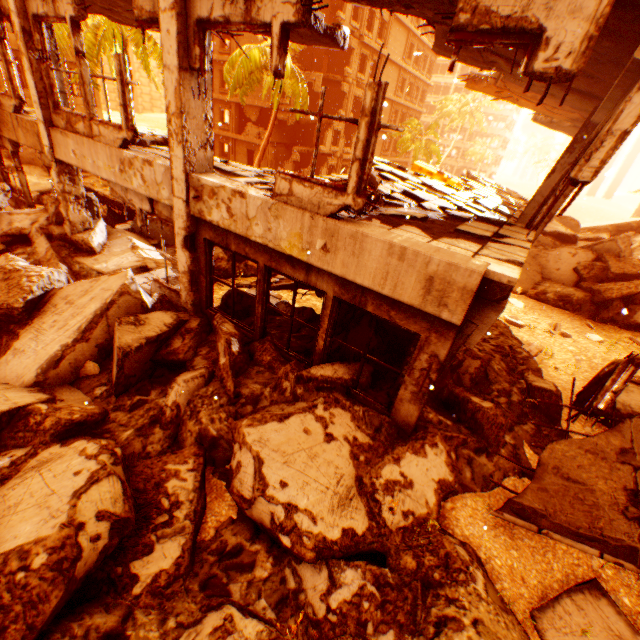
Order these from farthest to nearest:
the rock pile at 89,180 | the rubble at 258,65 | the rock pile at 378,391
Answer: the rubble at 258,65, the rock pile at 89,180, the rock pile at 378,391

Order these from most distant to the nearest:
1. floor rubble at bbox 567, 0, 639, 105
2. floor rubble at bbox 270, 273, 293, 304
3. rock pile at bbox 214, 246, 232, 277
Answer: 1. rock pile at bbox 214, 246, 232, 277
2. floor rubble at bbox 270, 273, 293, 304
3. floor rubble at bbox 567, 0, 639, 105

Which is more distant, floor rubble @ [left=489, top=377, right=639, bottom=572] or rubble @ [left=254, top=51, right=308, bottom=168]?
rubble @ [left=254, top=51, right=308, bottom=168]

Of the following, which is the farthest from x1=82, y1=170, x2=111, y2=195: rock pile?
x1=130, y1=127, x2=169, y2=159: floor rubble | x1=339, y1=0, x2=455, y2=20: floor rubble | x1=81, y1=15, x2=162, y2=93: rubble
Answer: x1=339, y1=0, x2=455, y2=20: floor rubble

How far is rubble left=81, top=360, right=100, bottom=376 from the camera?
5.75m

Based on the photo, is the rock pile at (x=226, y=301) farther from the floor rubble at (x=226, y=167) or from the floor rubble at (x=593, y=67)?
the floor rubble at (x=593, y=67)

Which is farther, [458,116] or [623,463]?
[458,116]

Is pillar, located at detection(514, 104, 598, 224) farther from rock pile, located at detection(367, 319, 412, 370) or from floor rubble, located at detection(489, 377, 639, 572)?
floor rubble, located at detection(489, 377, 639, 572)
